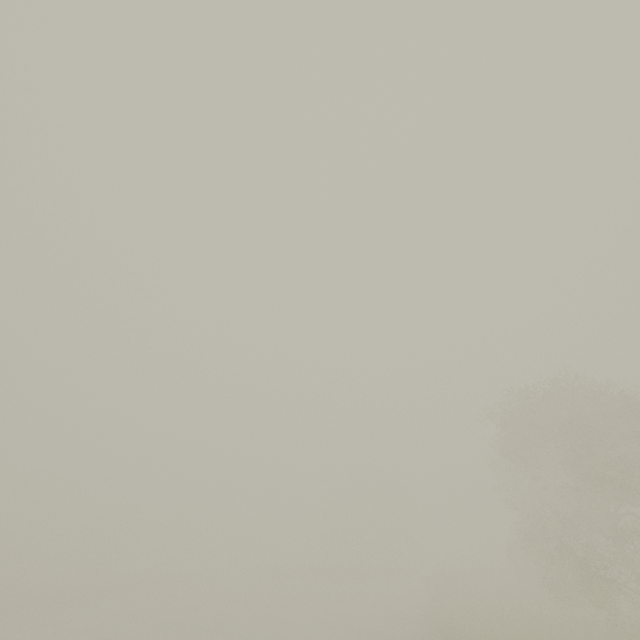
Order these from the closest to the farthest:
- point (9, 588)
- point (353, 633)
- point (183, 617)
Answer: point (353, 633), point (183, 617), point (9, 588)
